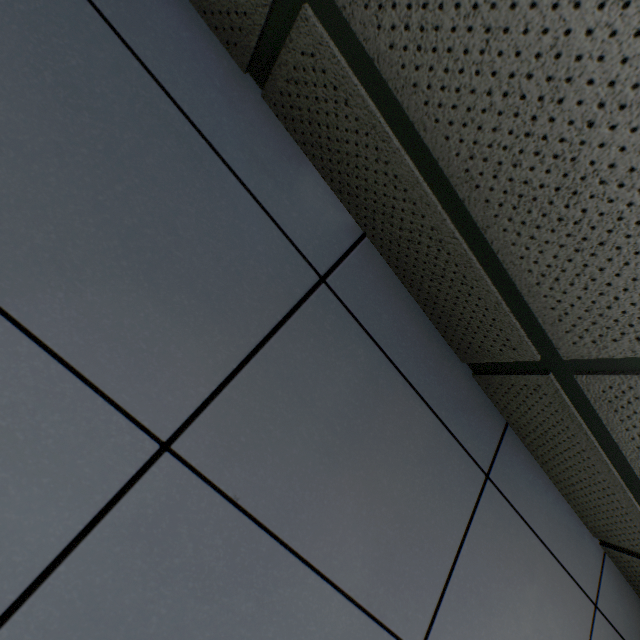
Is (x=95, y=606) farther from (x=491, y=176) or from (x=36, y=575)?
(x=491, y=176)
